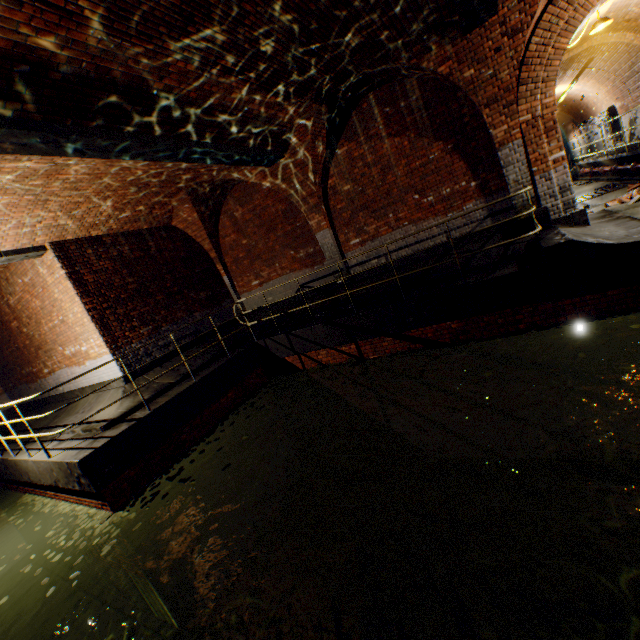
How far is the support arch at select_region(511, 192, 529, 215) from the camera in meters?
7.2

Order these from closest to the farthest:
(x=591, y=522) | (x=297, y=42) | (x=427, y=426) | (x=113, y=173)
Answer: (x=297, y=42) < (x=591, y=522) < (x=113, y=173) < (x=427, y=426)

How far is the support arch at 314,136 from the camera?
7.4m

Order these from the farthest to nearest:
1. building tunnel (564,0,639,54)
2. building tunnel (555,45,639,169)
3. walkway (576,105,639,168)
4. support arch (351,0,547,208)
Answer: building tunnel (555,45,639,169) → walkway (576,105,639,168) → building tunnel (564,0,639,54) → support arch (351,0,547,208)

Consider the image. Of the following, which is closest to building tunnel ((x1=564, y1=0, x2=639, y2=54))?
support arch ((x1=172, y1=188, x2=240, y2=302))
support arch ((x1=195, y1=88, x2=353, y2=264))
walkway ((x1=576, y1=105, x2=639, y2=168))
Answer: walkway ((x1=576, y1=105, x2=639, y2=168))

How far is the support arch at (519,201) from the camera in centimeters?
716cm

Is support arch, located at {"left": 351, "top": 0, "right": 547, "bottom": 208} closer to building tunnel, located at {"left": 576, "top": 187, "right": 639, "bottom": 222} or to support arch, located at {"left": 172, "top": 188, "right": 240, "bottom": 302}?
building tunnel, located at {"left": 576, "top": 187, "right": 639, "bottom": 222}

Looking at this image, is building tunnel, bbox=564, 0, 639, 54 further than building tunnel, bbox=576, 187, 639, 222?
Yes
